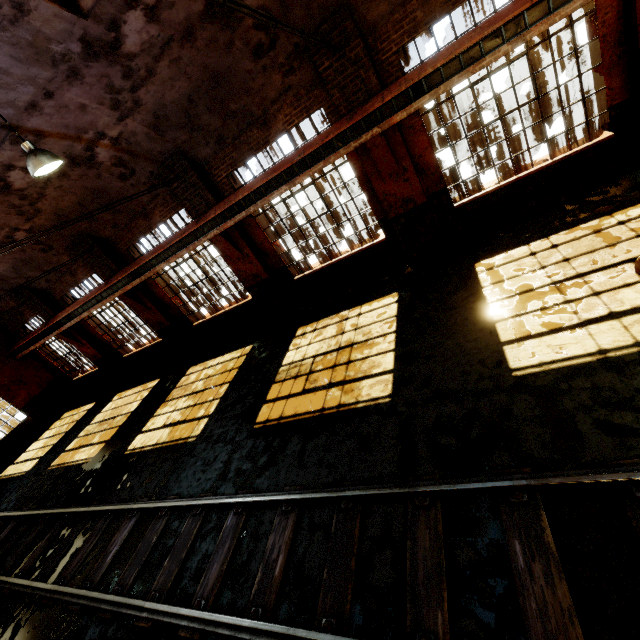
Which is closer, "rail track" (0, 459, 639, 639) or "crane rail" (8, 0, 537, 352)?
"rail track" (0, 459, 639, 639)

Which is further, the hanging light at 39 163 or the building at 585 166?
the building at 585 166

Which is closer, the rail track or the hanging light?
the rail track

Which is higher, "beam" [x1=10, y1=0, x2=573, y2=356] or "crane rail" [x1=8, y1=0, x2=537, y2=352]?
"crane rail" [x1=8, y1=0, x2=537, y2=352]

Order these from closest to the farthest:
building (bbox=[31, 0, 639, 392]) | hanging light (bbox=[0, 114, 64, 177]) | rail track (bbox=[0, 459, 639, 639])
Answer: rail track (bbox=[0, 459, 639, 639])
hanging light (bbox=[0, 114, 64, 177])
building (bbox=[31, 0, 639, 392])

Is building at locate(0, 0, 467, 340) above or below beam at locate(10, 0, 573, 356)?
above

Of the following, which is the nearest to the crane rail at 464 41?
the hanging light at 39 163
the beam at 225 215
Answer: the beam at 225 215

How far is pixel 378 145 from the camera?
6.98m
